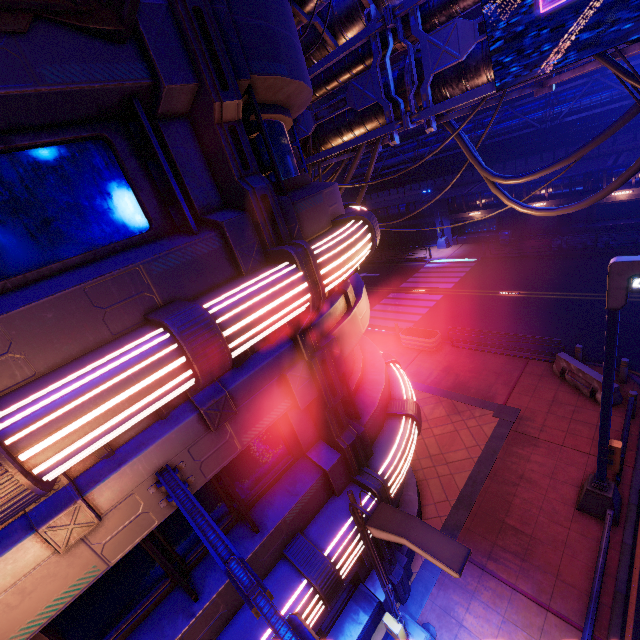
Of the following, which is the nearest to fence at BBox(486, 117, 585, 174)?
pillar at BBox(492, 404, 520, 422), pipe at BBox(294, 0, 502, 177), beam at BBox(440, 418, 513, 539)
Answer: pipe at BBox(294, 0, 502, 177)

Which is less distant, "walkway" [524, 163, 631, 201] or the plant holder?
the plant holder

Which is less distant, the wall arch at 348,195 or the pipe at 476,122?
the pipe at 476,122

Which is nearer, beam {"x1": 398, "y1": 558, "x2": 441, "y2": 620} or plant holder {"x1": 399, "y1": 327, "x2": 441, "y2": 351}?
beam {"x1": 398, "y1": 558, "x2": 441, "y2": 620}

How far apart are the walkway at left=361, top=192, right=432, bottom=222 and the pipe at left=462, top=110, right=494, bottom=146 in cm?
279

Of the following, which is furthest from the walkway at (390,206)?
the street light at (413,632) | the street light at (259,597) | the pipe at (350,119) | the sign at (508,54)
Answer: the street light at (259,597)

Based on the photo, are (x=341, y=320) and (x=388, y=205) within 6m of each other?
no

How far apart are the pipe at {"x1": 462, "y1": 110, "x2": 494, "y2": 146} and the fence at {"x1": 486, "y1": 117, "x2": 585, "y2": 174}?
0.0 meters
